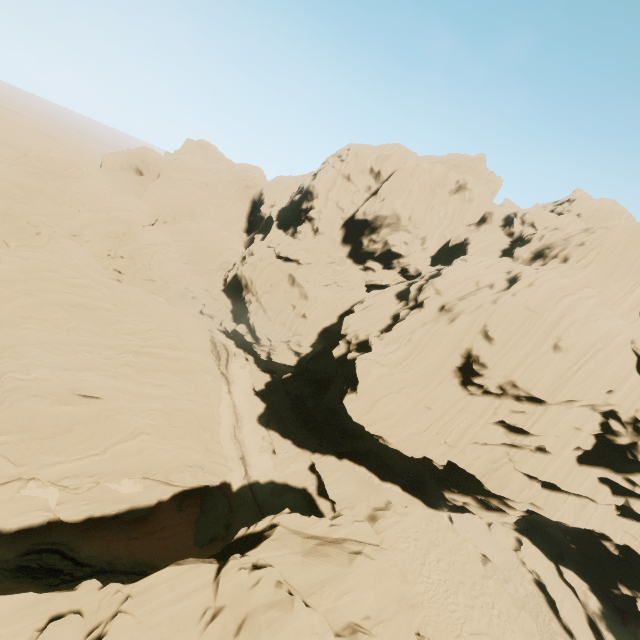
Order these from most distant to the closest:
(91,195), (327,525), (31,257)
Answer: (91,195)
(31,257)
(327,525)
